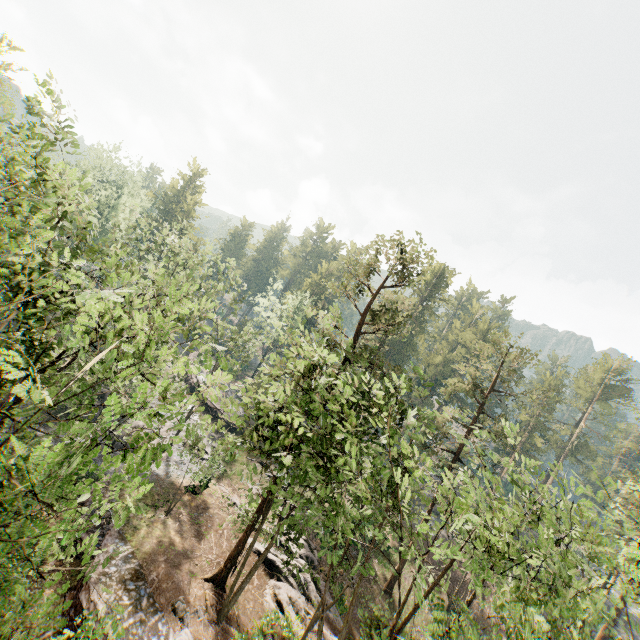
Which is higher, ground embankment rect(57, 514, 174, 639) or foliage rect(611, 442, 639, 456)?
foliage rect(611, 442, 639, 456)

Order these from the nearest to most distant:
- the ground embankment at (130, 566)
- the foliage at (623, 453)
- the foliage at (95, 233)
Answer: the foliage at (95, 233) → the ground embankment at (130, 566) → the foliage at (623, 453)

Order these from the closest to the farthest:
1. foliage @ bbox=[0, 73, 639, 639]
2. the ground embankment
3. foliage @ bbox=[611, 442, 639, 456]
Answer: foliage @ bbox=[0, 73, 639, 639] → the ground embankment → foliage @ bbox=[611, 442, 639, 456]

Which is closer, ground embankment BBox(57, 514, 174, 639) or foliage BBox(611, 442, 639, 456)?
ground embankment BBox(57, 514, 174, 639)

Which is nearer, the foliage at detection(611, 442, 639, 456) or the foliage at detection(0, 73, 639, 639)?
the foliage at detection(0, 73, 639, 639)

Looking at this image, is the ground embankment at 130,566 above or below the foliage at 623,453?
below

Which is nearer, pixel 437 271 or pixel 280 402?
pixel 280 402
